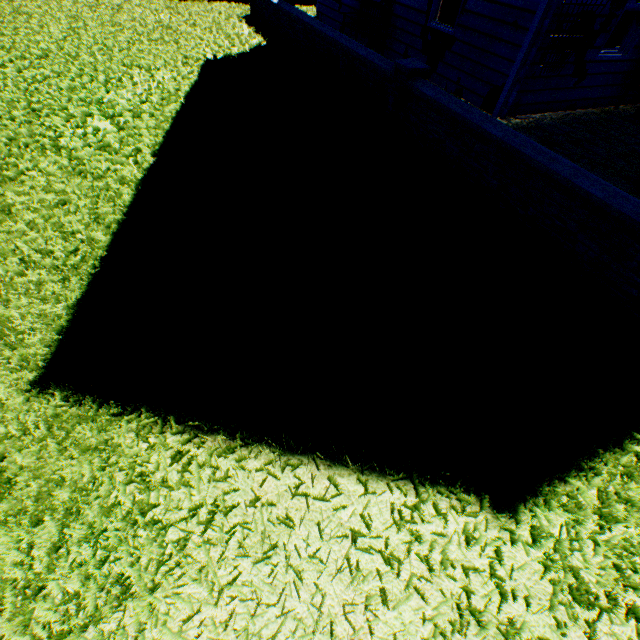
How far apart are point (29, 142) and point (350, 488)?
6.5m

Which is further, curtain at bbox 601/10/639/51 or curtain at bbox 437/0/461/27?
curtain at bbox 437/0/461/27

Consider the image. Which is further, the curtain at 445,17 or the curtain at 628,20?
the curtain at 445,17
